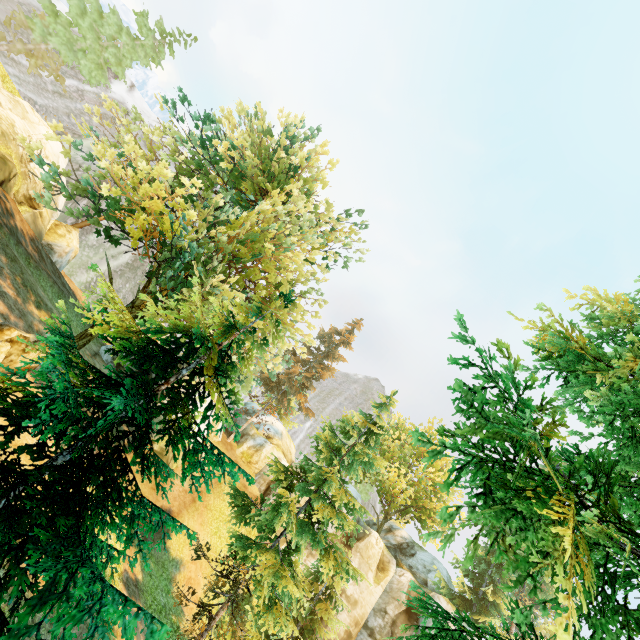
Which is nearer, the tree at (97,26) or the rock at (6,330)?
the rock at (6,330)

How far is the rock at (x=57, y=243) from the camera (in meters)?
21.80

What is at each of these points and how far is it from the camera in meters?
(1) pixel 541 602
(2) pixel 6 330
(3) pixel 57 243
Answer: (1) tree, 4.3 m
(2) rock, 10.9 m
(3) rock, 22.1 m

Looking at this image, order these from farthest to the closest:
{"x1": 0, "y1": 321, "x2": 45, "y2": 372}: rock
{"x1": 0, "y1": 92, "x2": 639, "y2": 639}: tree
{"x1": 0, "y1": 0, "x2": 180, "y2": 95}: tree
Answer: {"x1": 0, "y1": 0, "x2": 180, "y2": 95}: tree, {"x1": 0, "y1": 321, "x2": 45, "y2": 372}: rock, {"x1": 0, "y1": 92, "x2": 639, "y2": 639}: tree

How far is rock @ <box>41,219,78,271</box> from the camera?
21.80m

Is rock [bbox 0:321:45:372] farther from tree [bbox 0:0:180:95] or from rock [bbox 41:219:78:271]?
rock [bbox 41:219:78:271]
